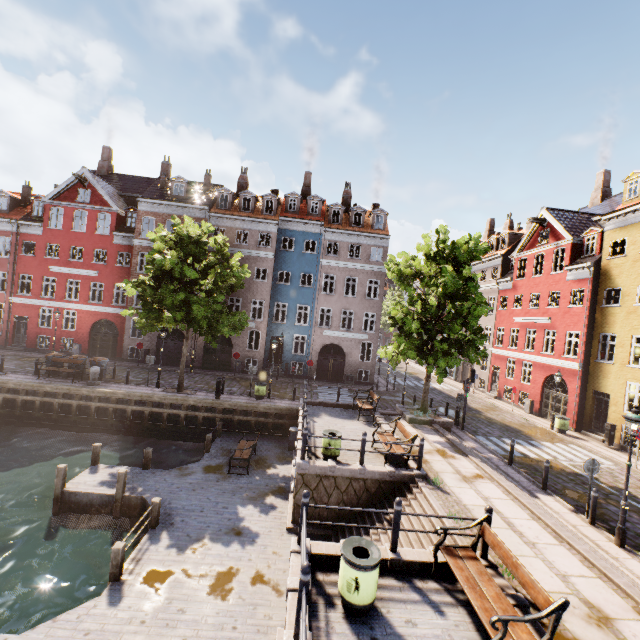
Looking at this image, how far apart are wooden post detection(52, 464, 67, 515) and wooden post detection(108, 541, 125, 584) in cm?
506

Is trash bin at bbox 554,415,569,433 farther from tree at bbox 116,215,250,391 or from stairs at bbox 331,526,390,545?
stairs at bbox 331,526,390,545

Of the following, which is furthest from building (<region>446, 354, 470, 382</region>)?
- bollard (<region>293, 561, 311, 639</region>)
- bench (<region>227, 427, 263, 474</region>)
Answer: bench (<region>227, 427, 263, 474</region>)

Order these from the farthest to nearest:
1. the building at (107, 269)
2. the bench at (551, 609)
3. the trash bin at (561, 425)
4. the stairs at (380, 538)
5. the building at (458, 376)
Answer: the building at (458, 376) < the building at (107, 269) < the trash bin at (561, 425) < the stairs at (380, 538) < the bench at (551, 609)

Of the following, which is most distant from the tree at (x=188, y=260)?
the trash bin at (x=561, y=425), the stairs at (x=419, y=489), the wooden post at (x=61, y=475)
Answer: the wooden post at (x=61, y=475)

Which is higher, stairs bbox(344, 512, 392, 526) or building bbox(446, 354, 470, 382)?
building bbox(446, 354, 470, 382)

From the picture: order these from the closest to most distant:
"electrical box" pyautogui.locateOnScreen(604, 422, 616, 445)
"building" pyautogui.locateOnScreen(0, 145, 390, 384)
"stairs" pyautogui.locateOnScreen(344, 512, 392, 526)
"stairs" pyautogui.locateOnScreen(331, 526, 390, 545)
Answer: "stairs" pyautogui.locateOnScreen(331, 526, 390, 545) → "stairs" pyautogui.locateOnScreen(344, 512, 392, 526) → "electrical box" pyautogui.locateOnScreen(604, 422, 616, 445) → "building" pyautogui.locateOnScreen(0, 145, 390, 384)

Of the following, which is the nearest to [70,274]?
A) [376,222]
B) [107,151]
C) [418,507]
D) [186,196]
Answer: [186,196]
